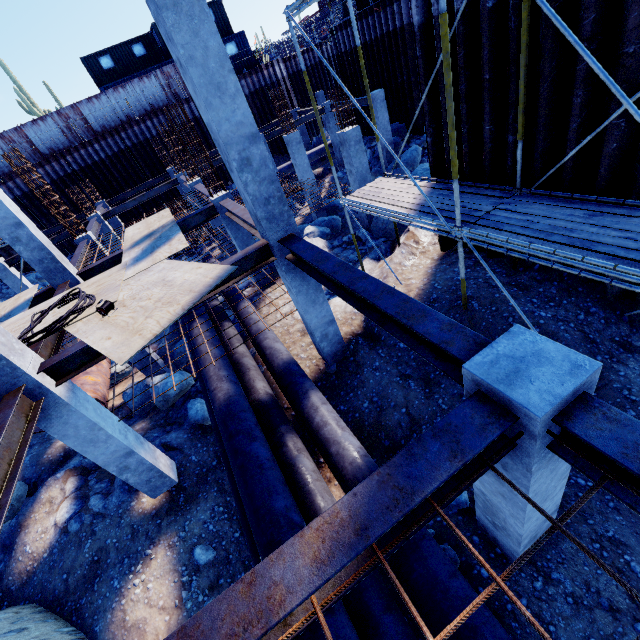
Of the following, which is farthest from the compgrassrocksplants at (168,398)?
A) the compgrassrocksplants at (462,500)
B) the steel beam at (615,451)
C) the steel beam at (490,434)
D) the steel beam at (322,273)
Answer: the steel beam at (615,451)

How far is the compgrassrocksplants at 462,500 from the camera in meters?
4.9

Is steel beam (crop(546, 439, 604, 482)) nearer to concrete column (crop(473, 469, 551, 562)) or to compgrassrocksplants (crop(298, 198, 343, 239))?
concrete column (crop(473, 469, 551, 562))

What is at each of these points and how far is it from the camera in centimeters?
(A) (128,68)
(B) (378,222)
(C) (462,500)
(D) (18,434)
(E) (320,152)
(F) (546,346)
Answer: (A) cargo container, 2719cm
(B) rock, 1222cm
(C) compgrassrocksplants, 491cm
(D) steel beam, 458cm
(E) pipe, 2267cm
(F) concrete column, 234cm

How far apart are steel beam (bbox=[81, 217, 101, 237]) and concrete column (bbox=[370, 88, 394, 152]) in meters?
14.5

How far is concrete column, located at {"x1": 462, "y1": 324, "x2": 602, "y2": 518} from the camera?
2.1 meters

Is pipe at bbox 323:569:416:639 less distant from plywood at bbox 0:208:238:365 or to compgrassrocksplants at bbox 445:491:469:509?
compgrassrocksplants at bbox 445:491:469:509

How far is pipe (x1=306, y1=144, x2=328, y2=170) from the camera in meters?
22.5 m
